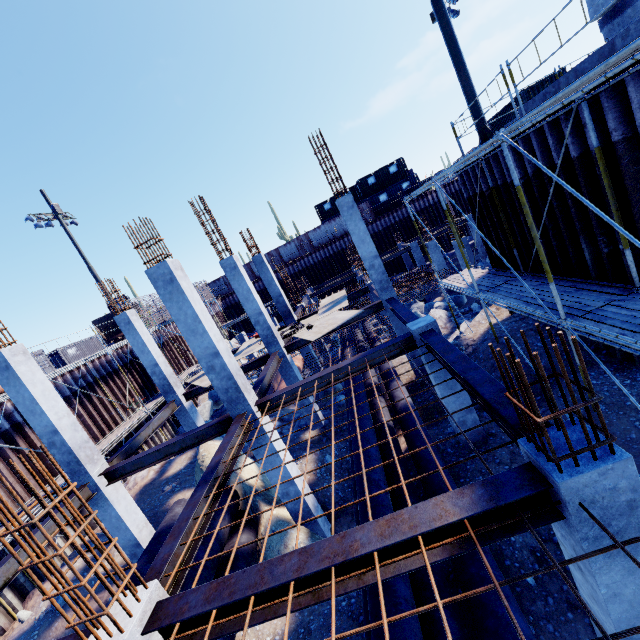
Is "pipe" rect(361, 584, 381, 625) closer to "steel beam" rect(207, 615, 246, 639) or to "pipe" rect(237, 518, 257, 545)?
"steel beam" rect(207, 615, 246, 639)

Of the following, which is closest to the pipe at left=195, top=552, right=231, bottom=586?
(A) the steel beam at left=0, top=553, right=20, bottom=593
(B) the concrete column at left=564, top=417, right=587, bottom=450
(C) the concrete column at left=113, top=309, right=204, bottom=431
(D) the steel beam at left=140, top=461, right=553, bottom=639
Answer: (A) the steel beam at left=0, top=553, right=20, bottom=593

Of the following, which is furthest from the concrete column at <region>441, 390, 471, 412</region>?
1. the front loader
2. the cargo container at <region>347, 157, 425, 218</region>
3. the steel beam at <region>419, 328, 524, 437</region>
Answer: the cargo container at <region>347, 157, 425, 218</region>

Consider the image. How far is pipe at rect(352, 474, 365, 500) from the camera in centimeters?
660cm

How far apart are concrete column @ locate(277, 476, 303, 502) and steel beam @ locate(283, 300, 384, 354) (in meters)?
4.52

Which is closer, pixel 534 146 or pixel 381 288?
pixel 534 146

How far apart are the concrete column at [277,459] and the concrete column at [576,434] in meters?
6.2

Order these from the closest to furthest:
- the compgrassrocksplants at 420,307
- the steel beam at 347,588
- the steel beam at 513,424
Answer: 1. the steel beam at 347,588
2. the steel beam at 513,424
3. the compgrassrocksplants at 420,307
